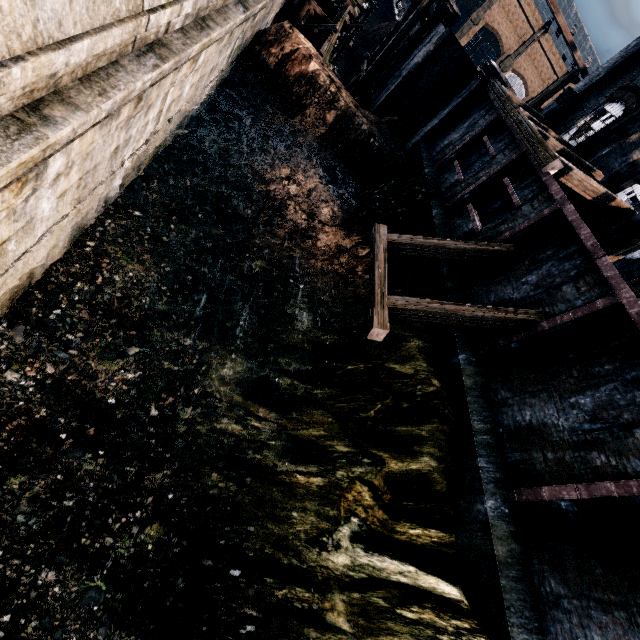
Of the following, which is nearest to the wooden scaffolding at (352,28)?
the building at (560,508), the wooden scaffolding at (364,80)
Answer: the wooden scaffolding at (364,80)

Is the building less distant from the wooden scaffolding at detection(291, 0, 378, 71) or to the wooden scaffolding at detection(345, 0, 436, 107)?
the wooden scaffolding at detection(345, 0, 436, 107)

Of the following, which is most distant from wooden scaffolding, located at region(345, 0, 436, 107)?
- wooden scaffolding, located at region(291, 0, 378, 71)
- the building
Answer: wooden scaffolding, located at region(291, 0, 378, 71)

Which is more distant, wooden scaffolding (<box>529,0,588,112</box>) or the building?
wooden scaffolding (<box>529,0,588,112</box>)

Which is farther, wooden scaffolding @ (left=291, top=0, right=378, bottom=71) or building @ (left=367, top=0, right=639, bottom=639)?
wooden scaffolding @ (left=291, top=0, right=378, bottom=71)

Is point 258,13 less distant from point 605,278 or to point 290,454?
point 605,278

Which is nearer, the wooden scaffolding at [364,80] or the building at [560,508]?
the building at [560,508]

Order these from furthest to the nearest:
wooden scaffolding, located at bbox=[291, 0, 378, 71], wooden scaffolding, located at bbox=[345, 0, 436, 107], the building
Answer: wooden scaffolding, located at bbox=[291, 0, 378, 71], wooden scaffolding, located at bbox=[345, 0, 436, 107], the building
